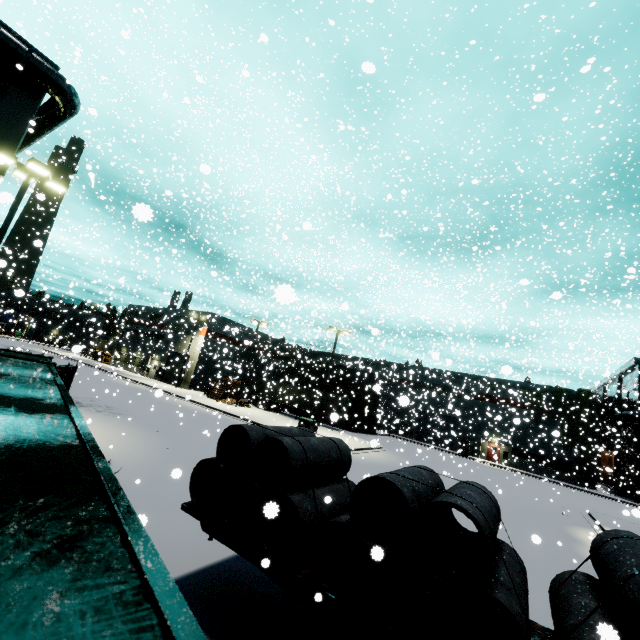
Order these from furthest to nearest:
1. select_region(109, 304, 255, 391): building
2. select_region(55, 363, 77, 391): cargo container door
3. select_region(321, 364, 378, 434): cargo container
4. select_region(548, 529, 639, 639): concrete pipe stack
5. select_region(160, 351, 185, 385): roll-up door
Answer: select_region(160, 351, 185, 385): roll-up door, select_region(321, 364, 378, 434): cargo container, select_region(109, 304, 255, 391): building, select_region(55, 363, 77, 391): cargo container door, select_region(548, 529, 639, 639): concrete pipe stack

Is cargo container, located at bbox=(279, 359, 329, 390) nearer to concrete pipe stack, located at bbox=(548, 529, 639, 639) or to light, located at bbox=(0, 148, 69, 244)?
light, located at bbox=(0, 148, 69, 244)

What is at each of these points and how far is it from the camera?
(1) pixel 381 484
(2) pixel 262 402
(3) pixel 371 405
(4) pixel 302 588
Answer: Answer:
(1) concrete pipe stack, 5.23m
(2) semi trailer, 40.28m
(3) cargo container door, 41.28m
(4) semi trailer, 4.89m

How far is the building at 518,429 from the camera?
35.16m

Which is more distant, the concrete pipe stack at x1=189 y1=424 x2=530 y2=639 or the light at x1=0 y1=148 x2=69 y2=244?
the light at x1=0 y1=148 x2=69 y2=244

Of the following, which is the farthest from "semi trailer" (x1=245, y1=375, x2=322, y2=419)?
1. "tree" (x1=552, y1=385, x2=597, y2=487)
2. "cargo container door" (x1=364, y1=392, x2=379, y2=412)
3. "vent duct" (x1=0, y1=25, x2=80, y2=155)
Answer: "tree" (x1=552, y1=385, x2=597, y2=487)

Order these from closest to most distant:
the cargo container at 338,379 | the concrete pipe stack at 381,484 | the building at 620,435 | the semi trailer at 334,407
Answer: the concrete pipe stack at 381,484 < the semi trailer at 334,407 < the building at 620,435 < the cargo container at 338,379

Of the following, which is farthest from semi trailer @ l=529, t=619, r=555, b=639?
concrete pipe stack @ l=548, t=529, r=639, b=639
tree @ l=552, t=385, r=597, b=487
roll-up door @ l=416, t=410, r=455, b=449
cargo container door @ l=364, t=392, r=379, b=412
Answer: tree @ l=552, t=385, r=597, b=487
